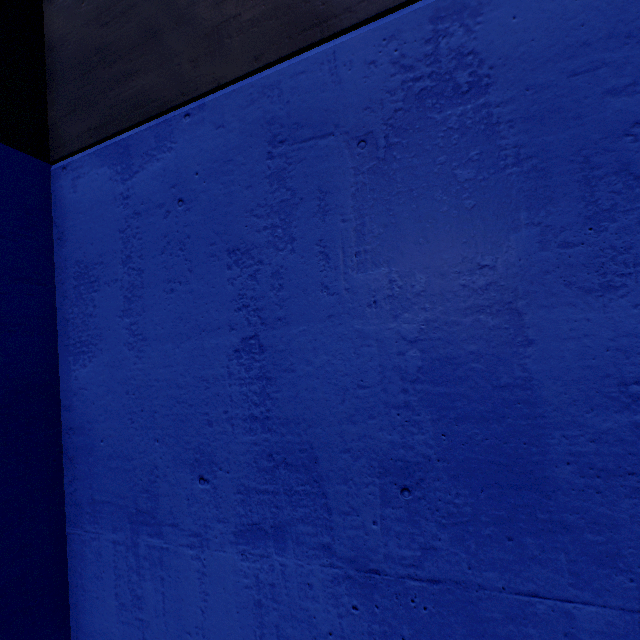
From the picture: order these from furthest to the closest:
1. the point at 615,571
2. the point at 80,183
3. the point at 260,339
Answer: the point at 80,183, the point at 260,339, the point at 615,571
